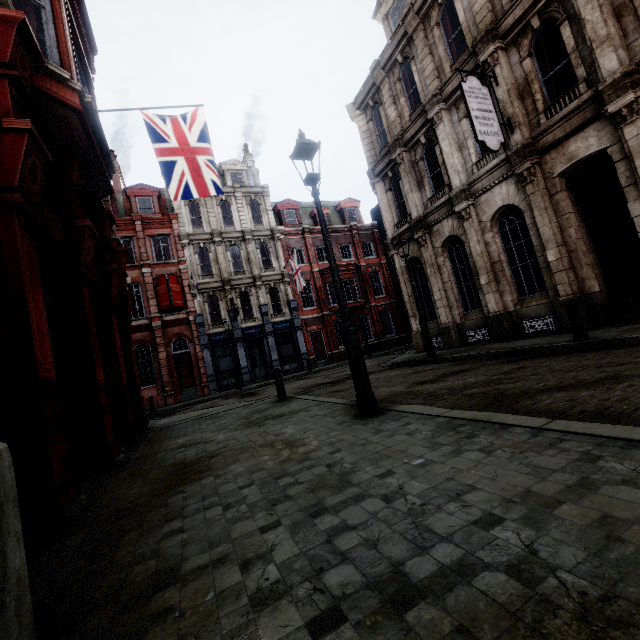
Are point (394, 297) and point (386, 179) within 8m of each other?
no

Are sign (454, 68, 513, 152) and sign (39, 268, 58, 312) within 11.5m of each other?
yes

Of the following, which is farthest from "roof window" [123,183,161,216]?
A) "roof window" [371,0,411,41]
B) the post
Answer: the post

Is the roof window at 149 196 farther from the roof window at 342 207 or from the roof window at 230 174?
the roof window at 342 207

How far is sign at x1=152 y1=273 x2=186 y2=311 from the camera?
23.0m

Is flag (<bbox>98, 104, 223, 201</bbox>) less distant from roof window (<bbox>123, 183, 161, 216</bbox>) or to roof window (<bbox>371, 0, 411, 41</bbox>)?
roof window (<bbox>371, 0, 411, 41</bbox>)

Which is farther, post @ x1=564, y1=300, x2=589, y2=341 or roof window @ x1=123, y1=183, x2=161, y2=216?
roof window @ x1=123, y1=183, x2=161, y2=216

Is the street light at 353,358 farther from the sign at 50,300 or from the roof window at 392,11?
the roof window at 392,11
